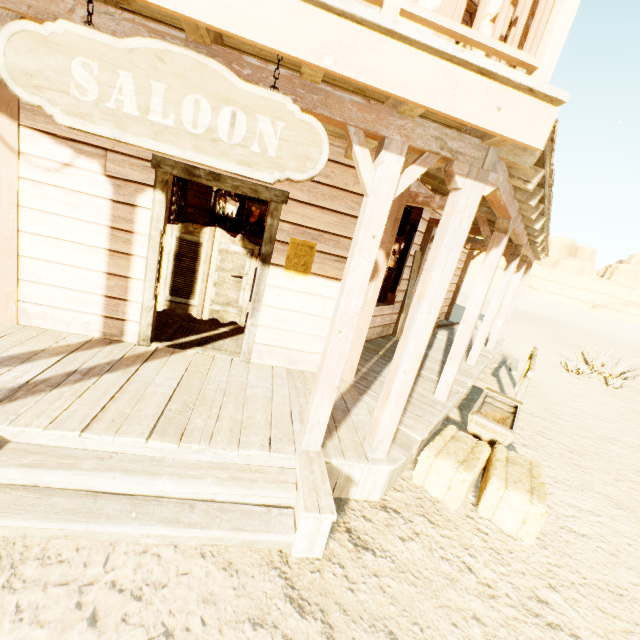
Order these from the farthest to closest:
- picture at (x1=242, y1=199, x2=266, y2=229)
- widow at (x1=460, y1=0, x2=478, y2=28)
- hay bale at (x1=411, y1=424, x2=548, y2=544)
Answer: picture at (x1=242, y1=199, x2=266, y2=229)
widow at (x1=460, y1=0, x2=478, y2=28)
hay bale at (x1=411, y1=424, x2=548, y2=544)

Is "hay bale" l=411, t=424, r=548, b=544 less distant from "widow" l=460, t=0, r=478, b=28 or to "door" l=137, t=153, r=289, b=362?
"door" l=137, t=153, r=289, b=362

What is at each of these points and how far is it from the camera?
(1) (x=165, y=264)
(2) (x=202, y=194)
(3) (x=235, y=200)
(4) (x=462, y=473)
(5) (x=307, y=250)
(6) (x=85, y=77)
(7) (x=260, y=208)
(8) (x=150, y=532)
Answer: (1) door, 3.9 meters
(2) building, 13.5 meters
(3) bar, 12.3 meters
(4) hay bale, 3.2 meters
(5) poster, 4.0 meters
(6) sign, 1.7 meters
(7) picture, 12.4 meters
(8) building, 2.2 meters

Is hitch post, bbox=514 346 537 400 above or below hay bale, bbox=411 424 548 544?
above

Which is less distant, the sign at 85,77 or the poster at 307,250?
the sign at 85,77

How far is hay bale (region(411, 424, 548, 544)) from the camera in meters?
3.0 m

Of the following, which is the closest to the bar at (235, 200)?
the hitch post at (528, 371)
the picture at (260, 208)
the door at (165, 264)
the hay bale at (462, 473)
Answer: the picture at (260, 208)

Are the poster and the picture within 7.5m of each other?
no
